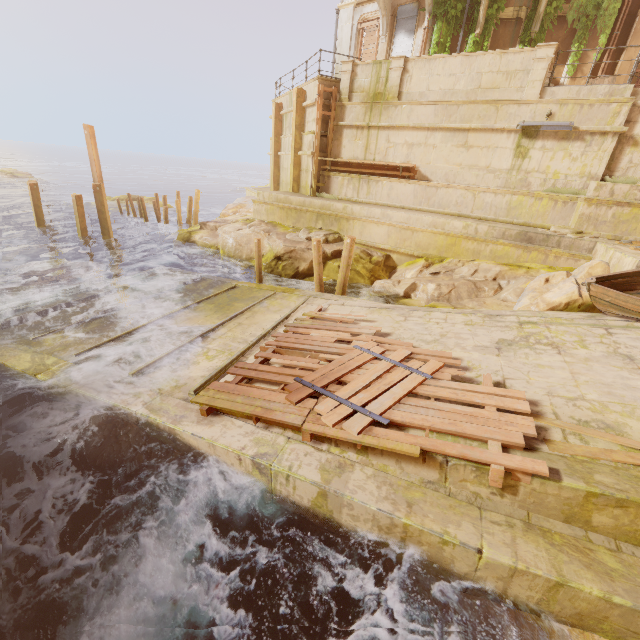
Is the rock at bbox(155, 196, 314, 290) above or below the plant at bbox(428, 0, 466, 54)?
below

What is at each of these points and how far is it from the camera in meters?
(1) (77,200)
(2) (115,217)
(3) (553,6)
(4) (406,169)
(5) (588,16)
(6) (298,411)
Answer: (1) beam, 15.5
(2) rock, 24.5
(3) plant, 13.7
(4) trim, 14.1
(5) plant, 13.5
(6) wood, 5.1

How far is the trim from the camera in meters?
14.0

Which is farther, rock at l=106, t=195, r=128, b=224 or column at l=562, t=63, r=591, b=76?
rock at l=106, t=195, r=128, b=224

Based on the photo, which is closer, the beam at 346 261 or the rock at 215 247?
the beam at 346 261

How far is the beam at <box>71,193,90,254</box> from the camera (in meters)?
15.51

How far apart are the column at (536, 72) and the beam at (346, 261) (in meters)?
7.91

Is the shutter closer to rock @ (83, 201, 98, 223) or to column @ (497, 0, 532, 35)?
column @ (497, 0, 532, 35)
